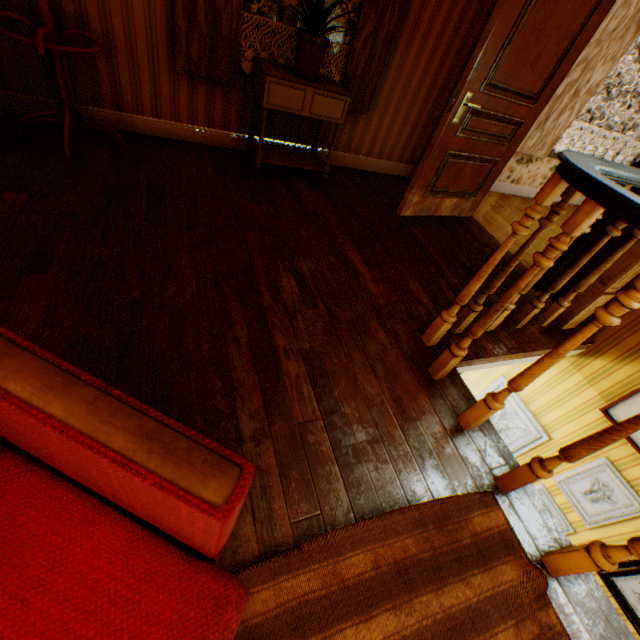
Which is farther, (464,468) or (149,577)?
(464,468)

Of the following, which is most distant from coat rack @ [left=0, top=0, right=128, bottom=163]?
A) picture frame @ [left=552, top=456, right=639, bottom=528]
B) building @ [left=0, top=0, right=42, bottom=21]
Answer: picture frame @ [left=552, top=456, right=639, bottom=528]

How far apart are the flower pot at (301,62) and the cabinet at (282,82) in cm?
2

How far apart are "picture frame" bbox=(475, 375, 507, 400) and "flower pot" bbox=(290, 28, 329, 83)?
3.6m

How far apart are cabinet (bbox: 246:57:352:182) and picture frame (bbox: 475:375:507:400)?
3.0 meters

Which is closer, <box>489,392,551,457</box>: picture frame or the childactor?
the childactor

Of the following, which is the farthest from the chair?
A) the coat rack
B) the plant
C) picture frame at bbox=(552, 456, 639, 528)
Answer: picture frame at bbox=(552, 456, 639, 528)

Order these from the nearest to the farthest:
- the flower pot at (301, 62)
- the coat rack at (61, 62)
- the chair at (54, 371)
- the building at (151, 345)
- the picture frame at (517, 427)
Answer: the chair at (54, 371)
the building at (151, 345)
the coat rack at (61, 62)
the flower pot at (301, 62)
the picture frame at (517, 427)
